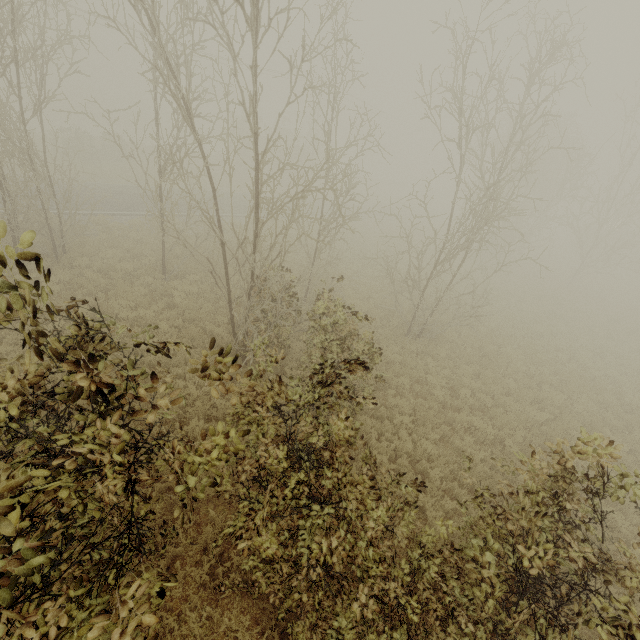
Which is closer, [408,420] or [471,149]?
[408,420]
